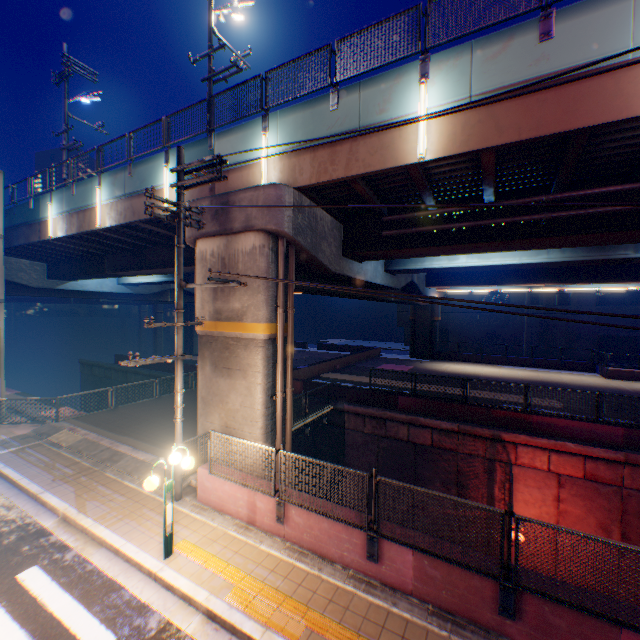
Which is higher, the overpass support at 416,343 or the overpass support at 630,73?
the overpass support at 630,73

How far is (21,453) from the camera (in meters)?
11.96

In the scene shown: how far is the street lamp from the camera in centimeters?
666cm

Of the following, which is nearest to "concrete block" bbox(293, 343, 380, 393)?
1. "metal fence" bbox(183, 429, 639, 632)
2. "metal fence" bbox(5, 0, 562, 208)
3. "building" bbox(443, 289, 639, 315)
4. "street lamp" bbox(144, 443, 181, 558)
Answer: "metal fence" bbox(183, 429, 639, 632)

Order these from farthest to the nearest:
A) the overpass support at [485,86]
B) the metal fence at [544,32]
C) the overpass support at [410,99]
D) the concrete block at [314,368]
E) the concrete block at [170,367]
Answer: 1. the concrete block at [170,367]
2. the concrete block at [314,368]
3. the overpass support at [410,99]
4. the metal fence at [544,32]
5. the overpass support at [485,86]

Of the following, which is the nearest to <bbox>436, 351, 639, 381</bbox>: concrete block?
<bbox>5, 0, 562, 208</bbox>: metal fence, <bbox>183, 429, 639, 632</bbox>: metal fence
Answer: <bbox>183, 429, 639, 632</bbox>: metal fence

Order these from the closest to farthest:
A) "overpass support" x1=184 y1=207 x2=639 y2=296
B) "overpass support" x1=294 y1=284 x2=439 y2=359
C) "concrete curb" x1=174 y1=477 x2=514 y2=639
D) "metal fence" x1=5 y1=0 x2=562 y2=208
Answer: "concrete curb" x1=174 y1=477 x2=514 y2=639
"metal fence" x1=5 y1=0 x2=562 y2=208
"overpass support" x1=184 y1=207 x2=639 y2=296
"overpass support" x1=294 y1=284 x2=439 y2=359

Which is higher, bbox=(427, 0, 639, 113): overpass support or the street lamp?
bbox=(427, 0, 639, 113): overpass support
